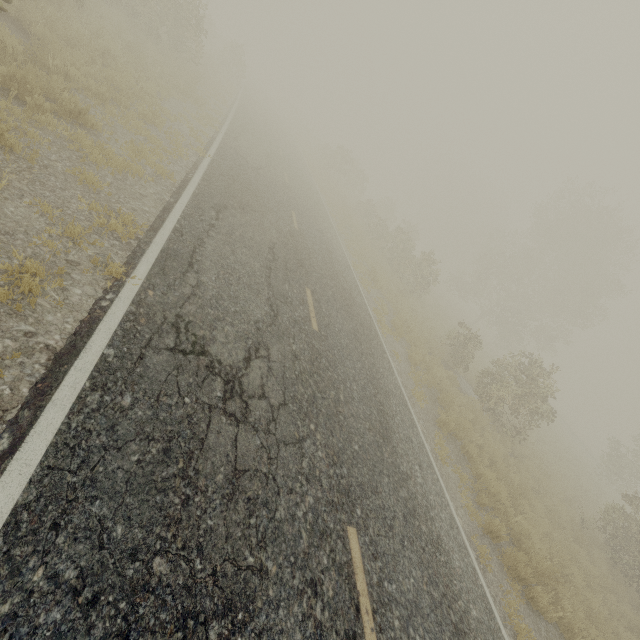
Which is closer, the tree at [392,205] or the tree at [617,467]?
the tree at [617,467]

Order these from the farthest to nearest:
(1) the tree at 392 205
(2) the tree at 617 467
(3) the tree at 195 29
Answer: (1) the tree at 392 205, (3) the tree at 195 29, (2) the tree at 617 467

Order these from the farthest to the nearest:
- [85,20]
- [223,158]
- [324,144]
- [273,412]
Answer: [324,144], [223,158], [85,20], [273,412]

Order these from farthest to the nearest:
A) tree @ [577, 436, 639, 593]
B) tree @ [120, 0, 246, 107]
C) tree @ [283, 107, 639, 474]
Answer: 1. tree @ [283, 107, 639, 474]
2. tree @ [120, 0, 246, 107]
3. tree @ [577, 436, 639, 593]

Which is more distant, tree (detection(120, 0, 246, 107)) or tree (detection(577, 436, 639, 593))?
tree (detection(120, 0, 246, 107))
